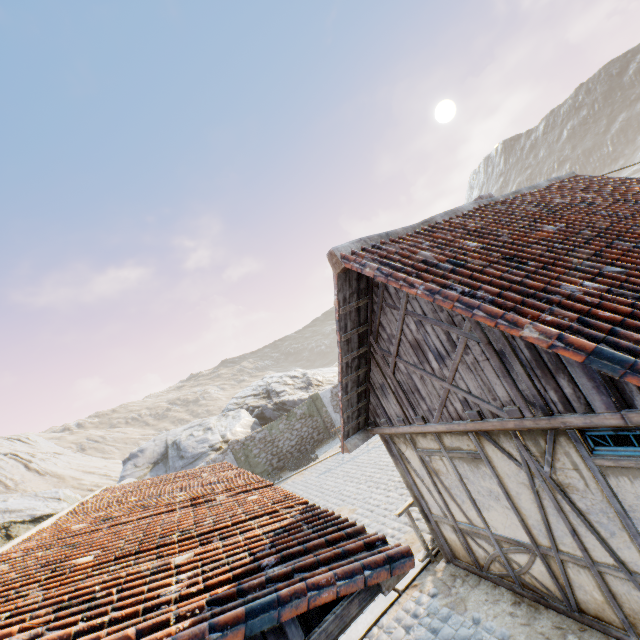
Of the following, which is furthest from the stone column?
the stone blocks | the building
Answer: the building

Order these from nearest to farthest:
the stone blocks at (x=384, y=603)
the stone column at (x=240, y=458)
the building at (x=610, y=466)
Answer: the building at (x=610, y=466) → the stone blocks at (x=384, y=603) → the stone column at (x=240, y=458)

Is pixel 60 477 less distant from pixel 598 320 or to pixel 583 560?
pixel 583 560

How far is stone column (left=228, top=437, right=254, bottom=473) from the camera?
20.0 meters

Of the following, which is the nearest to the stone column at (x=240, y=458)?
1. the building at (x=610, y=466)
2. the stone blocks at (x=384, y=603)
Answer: the stone blocks at (x=384, y=603)

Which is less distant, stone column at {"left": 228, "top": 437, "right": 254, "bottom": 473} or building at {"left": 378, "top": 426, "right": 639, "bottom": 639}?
building at {"left": 378, "top": 426, "right": 639, "bottom": 639}

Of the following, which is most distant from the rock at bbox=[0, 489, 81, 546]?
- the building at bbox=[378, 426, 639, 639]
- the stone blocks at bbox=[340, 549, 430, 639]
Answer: the building at bbox=[378, 426, 639, 639]

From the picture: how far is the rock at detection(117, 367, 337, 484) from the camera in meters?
20.9 m
